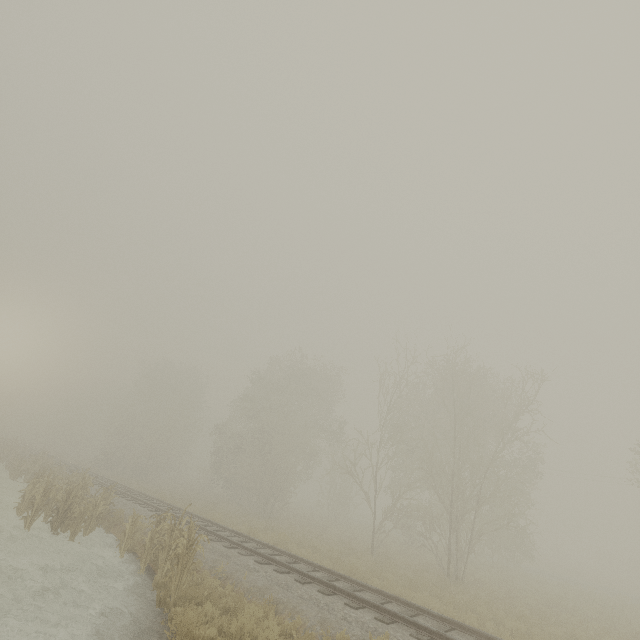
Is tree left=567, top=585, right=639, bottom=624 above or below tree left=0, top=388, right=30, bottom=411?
below

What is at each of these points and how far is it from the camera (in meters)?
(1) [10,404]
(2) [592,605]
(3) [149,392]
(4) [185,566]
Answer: (1) tree, 53.53
(2) tree, 17.80
(3) tree, 49.88
(4) tree, 8.87

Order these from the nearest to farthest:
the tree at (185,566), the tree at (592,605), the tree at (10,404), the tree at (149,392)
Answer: the tree at (185,566)
the tree at (592,605)
the tree at (149,392)
the tree at (10,404)

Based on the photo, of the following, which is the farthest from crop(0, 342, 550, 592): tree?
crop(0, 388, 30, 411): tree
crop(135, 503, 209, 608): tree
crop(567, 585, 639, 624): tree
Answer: crop(0, 388, 30, 411): tree

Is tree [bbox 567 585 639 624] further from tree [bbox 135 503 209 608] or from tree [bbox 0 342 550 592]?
tree [bbox 135 503 209 608]

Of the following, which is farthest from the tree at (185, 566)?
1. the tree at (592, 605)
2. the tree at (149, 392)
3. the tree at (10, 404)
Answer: the tree at (10, 404)

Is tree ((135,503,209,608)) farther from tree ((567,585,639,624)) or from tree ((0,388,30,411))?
tree ((0,388,30,411))
